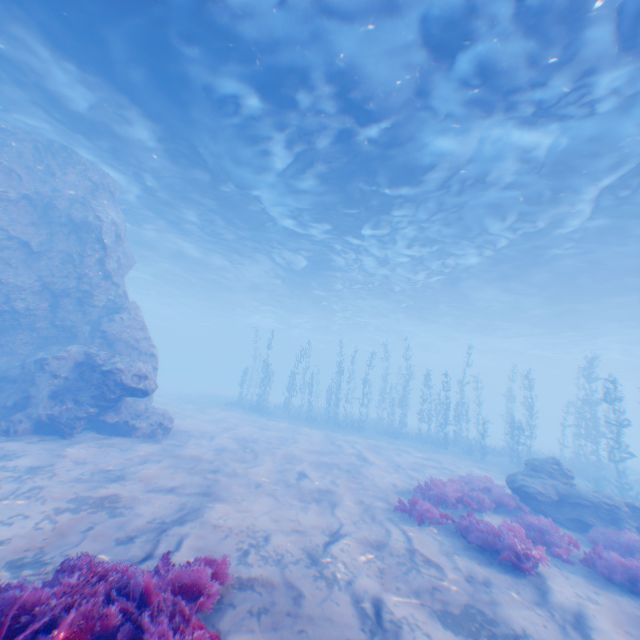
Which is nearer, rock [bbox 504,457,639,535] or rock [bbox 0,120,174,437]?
rock [bbox 504,457,639,535]

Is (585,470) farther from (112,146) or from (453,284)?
(112,146)

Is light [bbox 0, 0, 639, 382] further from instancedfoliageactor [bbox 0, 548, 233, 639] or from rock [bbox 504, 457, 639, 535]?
instancedfoliageactor [bbox 0, 548, 233, 639]

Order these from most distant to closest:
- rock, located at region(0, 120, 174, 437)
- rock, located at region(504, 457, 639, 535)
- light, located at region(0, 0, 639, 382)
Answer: rock, located at region(0, 120, 174, 437), rock, located at region(504, 457, 639, 535), light, located at region(0, 0, 639, 382)

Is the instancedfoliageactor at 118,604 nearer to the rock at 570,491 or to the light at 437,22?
the rock at 570,491

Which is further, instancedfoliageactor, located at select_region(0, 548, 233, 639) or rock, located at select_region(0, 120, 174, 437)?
rock, located at select_region(0, 120, 174, 437)

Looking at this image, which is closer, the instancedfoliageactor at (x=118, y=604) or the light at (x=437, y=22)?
the instancedfoliageactor at (x=118, y=604)

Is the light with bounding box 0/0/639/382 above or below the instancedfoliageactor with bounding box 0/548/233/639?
above
